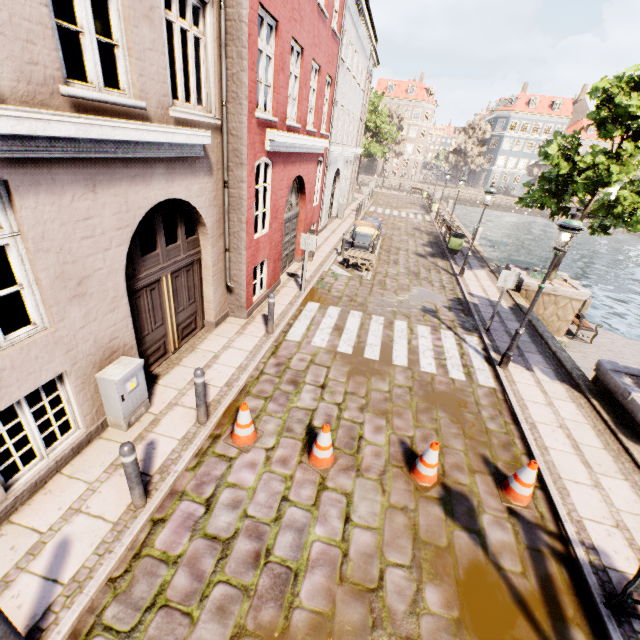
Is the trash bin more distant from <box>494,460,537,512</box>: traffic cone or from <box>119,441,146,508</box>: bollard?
<box>119,441,146,508</box>: bollard

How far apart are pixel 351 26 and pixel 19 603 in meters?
21.0

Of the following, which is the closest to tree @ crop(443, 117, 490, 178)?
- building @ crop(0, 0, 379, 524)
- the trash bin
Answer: building @ crop(0, 0, 379, 524)

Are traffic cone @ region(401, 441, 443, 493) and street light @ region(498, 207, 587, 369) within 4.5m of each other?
yes

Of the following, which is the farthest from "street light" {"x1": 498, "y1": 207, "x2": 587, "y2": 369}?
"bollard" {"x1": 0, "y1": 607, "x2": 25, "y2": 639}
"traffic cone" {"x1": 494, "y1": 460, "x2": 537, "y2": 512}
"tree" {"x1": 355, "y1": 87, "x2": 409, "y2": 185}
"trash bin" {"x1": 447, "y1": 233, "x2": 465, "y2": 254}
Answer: "tree" {"x1": 355, "y1": 87, "x2": 409, "y2": 185}

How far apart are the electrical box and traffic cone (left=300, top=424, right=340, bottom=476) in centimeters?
273cm

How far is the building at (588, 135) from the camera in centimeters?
5757cm

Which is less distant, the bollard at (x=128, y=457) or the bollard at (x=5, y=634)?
the bollard at (x=5, y=634)
